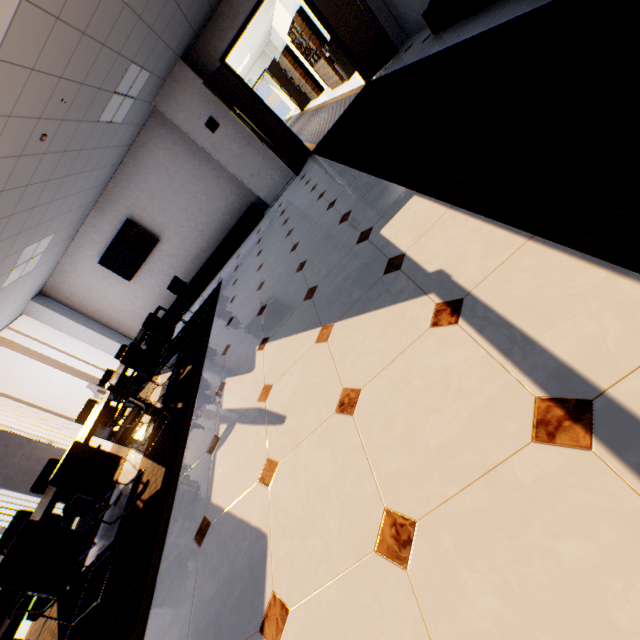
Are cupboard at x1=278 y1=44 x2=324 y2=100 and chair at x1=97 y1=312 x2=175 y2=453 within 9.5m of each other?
no

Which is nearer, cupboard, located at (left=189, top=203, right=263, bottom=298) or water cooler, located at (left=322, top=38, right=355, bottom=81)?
cupboard, located at (left=189, top=203, right=263, bottom=298)

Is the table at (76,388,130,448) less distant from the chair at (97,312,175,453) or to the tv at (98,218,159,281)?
the chair at (97,312,175,453)

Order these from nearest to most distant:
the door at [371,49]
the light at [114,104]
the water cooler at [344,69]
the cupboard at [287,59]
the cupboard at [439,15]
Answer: the cupboard at [439,15] < the light at [114,104] < the door at [371,49] < the water cooler at [344,69] < the cupboard at [287,59]

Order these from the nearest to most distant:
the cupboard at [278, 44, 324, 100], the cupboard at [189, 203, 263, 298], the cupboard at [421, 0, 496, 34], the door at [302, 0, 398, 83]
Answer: the cupboard at [421, 0, 496, 34]
the door at [302, 0, 398, 83]
the cupboard at [189, 203, 263, 298]
the cupboard at [278, 44, 324, 100]

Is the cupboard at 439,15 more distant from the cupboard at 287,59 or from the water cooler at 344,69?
the cupboard at 287,59

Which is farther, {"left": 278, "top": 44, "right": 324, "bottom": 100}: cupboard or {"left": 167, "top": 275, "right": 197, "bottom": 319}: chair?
{"left": 278, "top": 44, "right": 324, "bottom": 100}: cupboard

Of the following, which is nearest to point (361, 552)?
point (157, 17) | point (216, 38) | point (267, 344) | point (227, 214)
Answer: point (267, 344)
